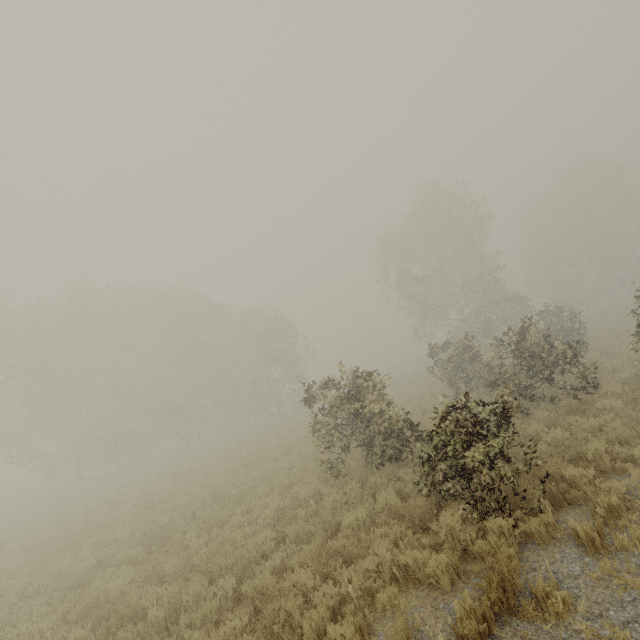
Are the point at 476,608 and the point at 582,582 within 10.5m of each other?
yes
